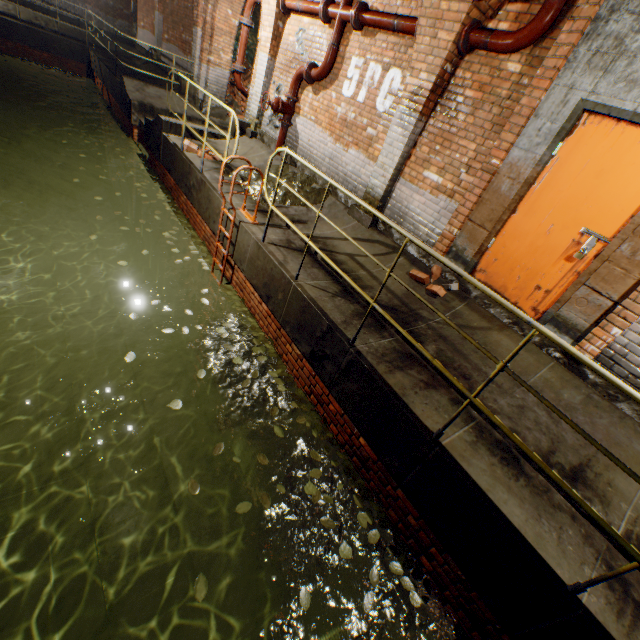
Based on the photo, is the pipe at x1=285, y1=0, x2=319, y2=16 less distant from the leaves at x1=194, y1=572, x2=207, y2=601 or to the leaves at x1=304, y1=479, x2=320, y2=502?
the leaves at x1=304, y1=479, x2=320, y2=502

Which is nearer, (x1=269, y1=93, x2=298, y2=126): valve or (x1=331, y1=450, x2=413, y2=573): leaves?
(x1=331, y1=450, x2=413, y2=573): leaves

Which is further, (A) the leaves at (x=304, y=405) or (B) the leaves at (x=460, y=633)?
(A) the leaves at (x=304, y=405)

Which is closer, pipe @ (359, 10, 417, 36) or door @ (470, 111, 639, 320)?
door @ (470, 111, 639, 320)

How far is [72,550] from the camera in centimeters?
531cm

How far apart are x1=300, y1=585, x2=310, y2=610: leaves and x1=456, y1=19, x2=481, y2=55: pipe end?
6.4 meters

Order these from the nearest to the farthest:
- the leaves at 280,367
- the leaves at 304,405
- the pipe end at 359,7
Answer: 1. the leaves at 304,405
2. the leaves at 280,367
3. the pipe end at 359,7

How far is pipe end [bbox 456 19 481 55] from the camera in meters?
4.1
